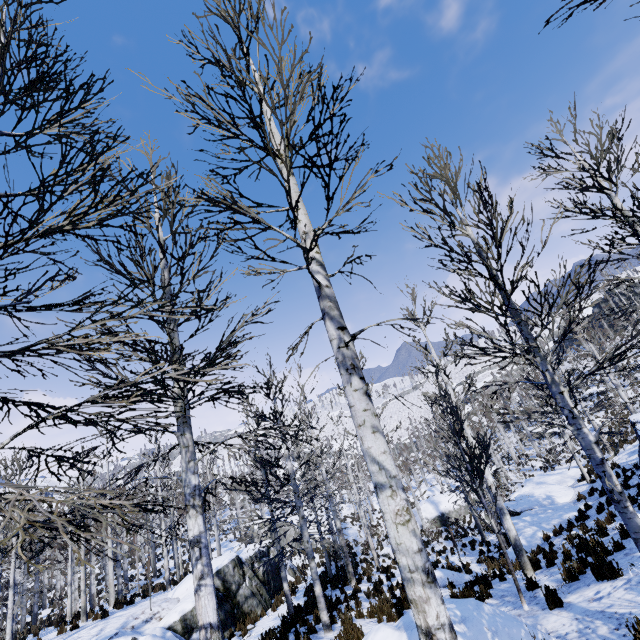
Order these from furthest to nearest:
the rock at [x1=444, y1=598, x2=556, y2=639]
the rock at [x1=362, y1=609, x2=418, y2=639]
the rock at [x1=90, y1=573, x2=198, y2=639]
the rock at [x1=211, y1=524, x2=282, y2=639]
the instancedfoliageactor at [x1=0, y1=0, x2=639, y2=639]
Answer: the rock at [x1=211, y1=524, x2=282, y2=639] < the rock at [x1=90, y1=573, x2=198, y2=639] < the rock at [x1=362, y1=609, x2=418, y2=639] < the rock at [x1=444, y1=598, x2=556, y2=639] < the instancedfoliageactor at [x1=0, y1=0, x2=639, y2=639]

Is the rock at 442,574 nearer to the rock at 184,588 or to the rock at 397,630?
the rock at 397,630

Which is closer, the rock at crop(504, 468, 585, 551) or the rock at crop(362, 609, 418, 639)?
the rock at crop(362, 609, 418, 639)

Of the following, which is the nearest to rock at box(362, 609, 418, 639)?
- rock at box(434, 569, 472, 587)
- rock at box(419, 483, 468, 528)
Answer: rock at box(434, 569, 472, 587)

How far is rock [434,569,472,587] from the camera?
12.7 meters

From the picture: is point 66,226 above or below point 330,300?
above

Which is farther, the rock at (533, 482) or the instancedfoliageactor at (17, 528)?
the rock at (533, 482)

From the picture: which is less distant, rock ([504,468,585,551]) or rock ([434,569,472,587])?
rock ([434,569,472,587])
